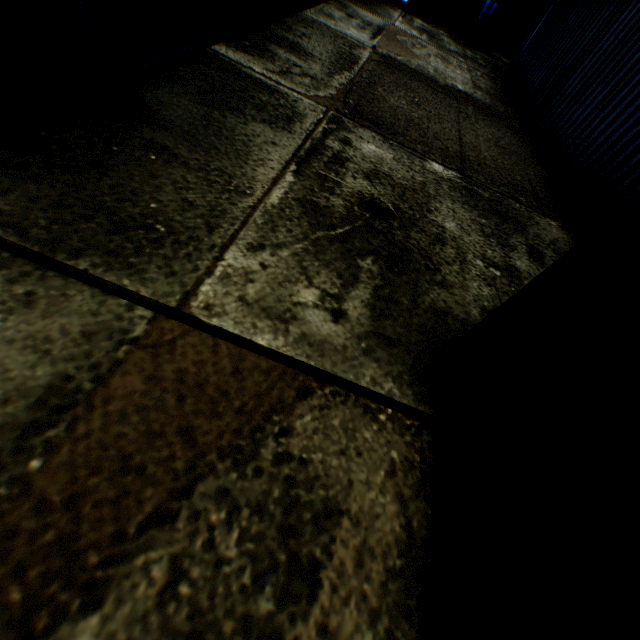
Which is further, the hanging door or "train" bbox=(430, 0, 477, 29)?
the hanging door

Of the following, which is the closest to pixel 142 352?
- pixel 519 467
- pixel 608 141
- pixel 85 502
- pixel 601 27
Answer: pixel 85 502

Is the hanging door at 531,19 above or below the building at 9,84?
above

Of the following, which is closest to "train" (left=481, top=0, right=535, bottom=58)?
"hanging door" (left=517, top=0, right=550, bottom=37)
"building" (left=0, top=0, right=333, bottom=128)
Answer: "building" (left=0, top=0, right=333, bottom=128)

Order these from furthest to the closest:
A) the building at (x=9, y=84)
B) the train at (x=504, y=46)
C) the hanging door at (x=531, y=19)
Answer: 1. the hanging door at (x=531, y=19)
2. the train at (x=504, y=46)
3. the building at (x=9, y=84)
